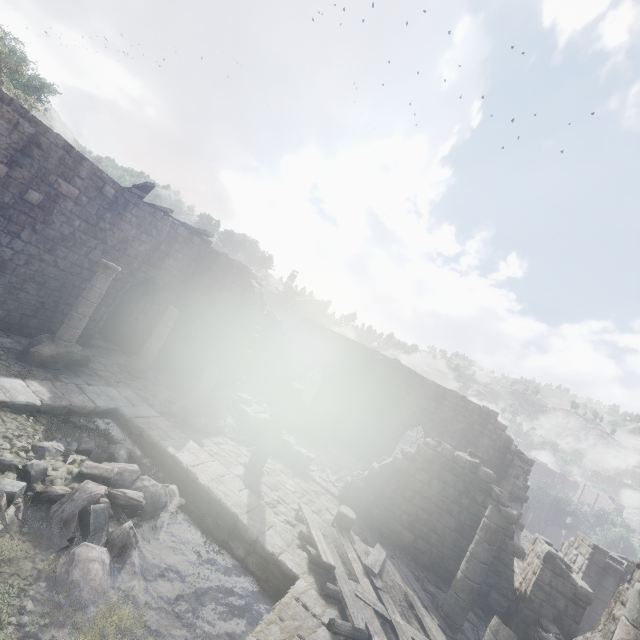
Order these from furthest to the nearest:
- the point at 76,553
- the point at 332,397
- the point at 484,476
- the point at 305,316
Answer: the point at 305,316 → the point at 332,397 → the point at 484,476 → the point at 76,553

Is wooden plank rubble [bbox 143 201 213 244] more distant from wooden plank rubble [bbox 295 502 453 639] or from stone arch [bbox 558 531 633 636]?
stone arch [bbox 558 531 633 636]

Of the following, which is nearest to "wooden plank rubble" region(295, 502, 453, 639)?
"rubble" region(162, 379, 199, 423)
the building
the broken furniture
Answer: the building

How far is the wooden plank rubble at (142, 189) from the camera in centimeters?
1314cm

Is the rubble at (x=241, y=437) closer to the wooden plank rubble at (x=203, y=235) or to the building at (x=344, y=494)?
the building at (x=344, y=494)

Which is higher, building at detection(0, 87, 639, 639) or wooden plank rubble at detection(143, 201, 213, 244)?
wooden plank rubble at detection(143, 201, 213, 244)

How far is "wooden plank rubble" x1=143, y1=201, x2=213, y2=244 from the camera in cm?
1456
